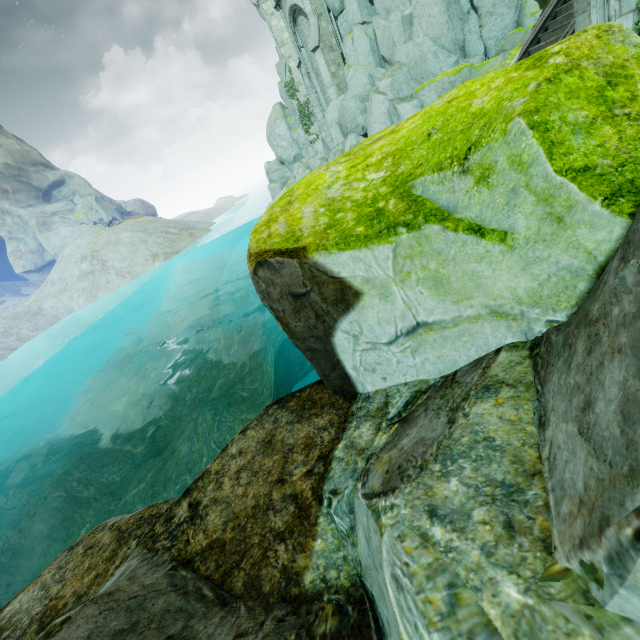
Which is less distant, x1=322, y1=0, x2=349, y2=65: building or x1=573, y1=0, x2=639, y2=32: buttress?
x1=573, y1=0, x2=639, y2=32: buttress

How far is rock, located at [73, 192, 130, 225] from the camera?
41.6 meters

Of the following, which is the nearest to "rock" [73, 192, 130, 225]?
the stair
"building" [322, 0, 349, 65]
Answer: "building" [322, 0, 349, 65]

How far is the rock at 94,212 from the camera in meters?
41.6

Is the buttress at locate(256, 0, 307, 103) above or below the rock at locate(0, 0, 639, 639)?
above

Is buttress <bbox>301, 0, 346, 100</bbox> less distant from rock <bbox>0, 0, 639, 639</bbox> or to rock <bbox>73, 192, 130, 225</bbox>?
rock <bbox>0, 0, 639, 639</bbox>

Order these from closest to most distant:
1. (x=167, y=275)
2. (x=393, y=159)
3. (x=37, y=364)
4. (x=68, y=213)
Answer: (x=393, y=159)
(x=37, y=364)
(x=167, y=275)
(x=68, y=213)

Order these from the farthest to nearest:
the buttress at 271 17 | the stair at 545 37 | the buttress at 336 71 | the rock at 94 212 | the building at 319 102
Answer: the rock at 94 212
the buttress at 271 17
the building at 319 102
the buttress at 336 71
the stair at 545 37
